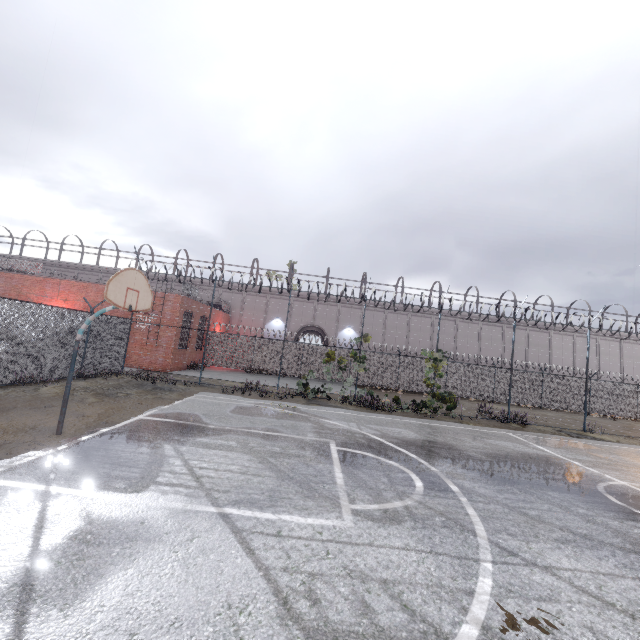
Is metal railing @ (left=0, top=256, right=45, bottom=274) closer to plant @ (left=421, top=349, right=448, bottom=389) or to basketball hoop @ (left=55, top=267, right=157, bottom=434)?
basketball hoop @ (left=55, top=267, right=157, bottom=434)

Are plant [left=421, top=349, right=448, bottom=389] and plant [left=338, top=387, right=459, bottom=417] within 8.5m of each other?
yes

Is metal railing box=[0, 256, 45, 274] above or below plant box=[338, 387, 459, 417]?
above

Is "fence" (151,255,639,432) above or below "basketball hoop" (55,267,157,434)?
below

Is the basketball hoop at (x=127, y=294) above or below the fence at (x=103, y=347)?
above

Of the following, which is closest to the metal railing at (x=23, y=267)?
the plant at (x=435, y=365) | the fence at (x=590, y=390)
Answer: the fence at (x=590, y=390)

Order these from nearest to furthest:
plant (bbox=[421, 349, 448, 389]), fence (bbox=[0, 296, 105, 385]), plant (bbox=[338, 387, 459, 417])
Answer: fence (bbox=[0, 296, 105, 385]) < plant (bbox=[338, 387, 459, 417]) < plant (bbox=[421, 349, 448, 389])

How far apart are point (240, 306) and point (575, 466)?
29.1 meters
